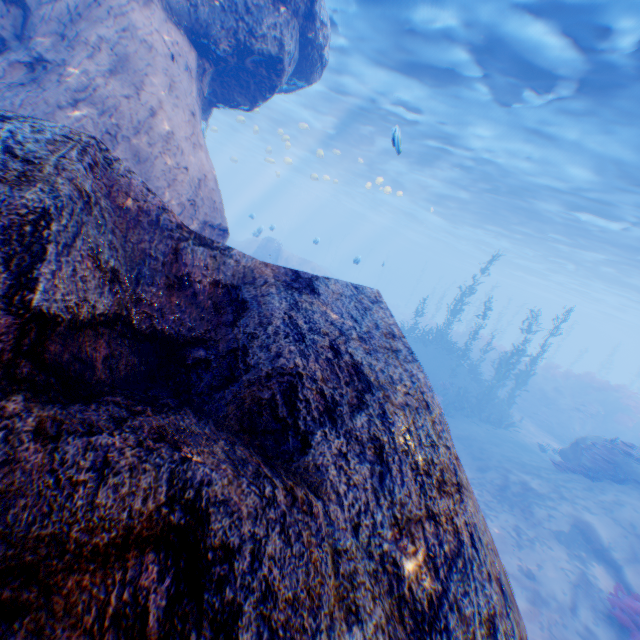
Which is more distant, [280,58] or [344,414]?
[280,58]

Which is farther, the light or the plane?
the plane

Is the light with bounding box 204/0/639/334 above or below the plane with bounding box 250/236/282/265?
above

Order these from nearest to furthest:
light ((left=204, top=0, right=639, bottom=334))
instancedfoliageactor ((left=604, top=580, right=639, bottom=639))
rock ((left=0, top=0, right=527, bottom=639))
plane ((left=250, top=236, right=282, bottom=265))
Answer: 1. rock ((left=0, top=0, right=527, bottom=639))
2. instancedfoliageactor ((left=604, top=580, right=639, bottom=639))
3. light ((left=204, top=0, right=639, bottom=334))
4. plane ((left=250, top=236, right=282, bottom=265))

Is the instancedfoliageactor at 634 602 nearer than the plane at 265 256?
Yes

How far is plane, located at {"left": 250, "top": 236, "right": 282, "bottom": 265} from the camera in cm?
2347

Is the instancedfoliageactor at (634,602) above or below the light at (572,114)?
below

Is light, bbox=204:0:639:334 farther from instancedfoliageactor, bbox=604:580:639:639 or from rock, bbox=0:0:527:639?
instancedfoliageactor, bbox=604:580:639:639
